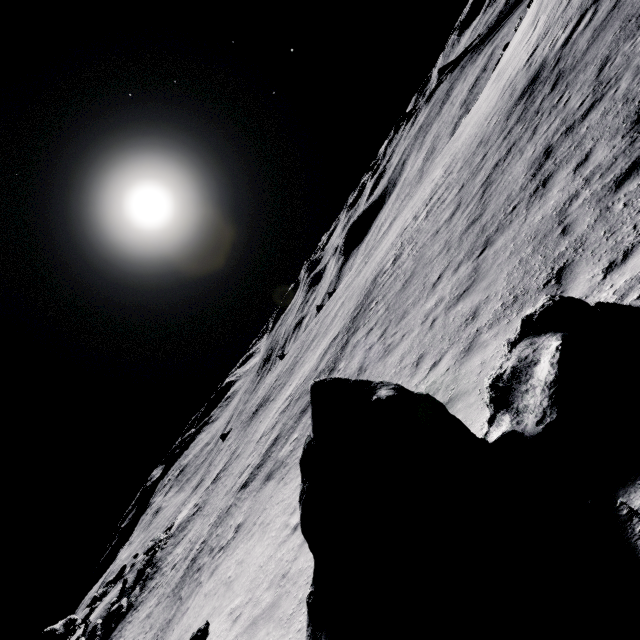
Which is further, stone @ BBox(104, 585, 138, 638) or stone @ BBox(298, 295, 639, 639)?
stone @ BBox(104, 585, 138, 638)

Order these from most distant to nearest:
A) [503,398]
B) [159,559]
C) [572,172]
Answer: [159,559] → [572,172] → [503,398]

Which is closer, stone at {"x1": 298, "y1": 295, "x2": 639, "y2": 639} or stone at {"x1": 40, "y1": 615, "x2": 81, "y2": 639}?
stone at {"x1": 298, "y1": 295, "x2": 639, "y2": 639}

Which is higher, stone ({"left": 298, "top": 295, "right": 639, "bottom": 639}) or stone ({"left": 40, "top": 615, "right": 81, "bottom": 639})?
stone ({"left": 40, "top": 615, "right": 81, "bottom": 639})

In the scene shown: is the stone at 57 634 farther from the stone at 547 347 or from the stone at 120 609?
the stone at 547 347

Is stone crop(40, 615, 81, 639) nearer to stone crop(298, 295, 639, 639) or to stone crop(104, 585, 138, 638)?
stone crop(104, 585, 138, 638)

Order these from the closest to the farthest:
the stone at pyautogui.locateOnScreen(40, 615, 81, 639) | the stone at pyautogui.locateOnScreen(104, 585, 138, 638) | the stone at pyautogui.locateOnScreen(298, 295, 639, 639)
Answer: the stone at pyautogui.locateOnScreen(298, 295, 639, 639), the stone at pyautogui.locateOnScreen(104, 585, 138, 638), the stone at pyautogui.locateOnScreen(40, 615, 81, 639)

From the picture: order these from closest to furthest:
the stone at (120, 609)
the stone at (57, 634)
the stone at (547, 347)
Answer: the stone at (547, 347), the stone at (120, 609), the stone at (57, 634)
